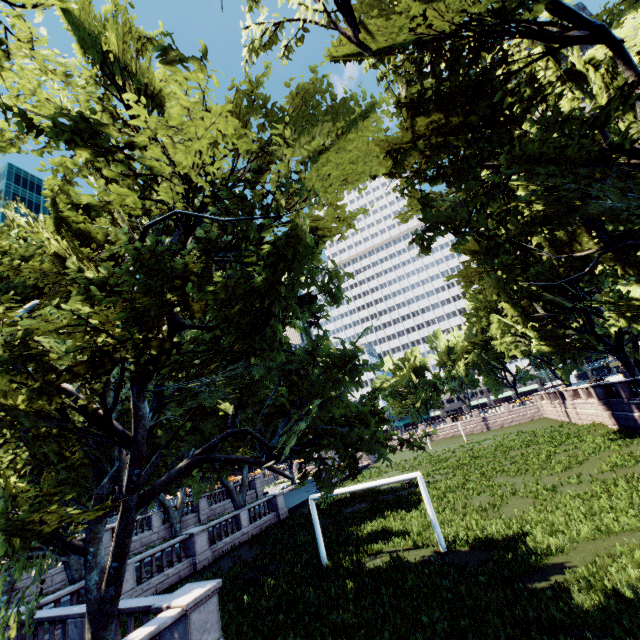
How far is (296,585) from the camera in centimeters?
1336cm
